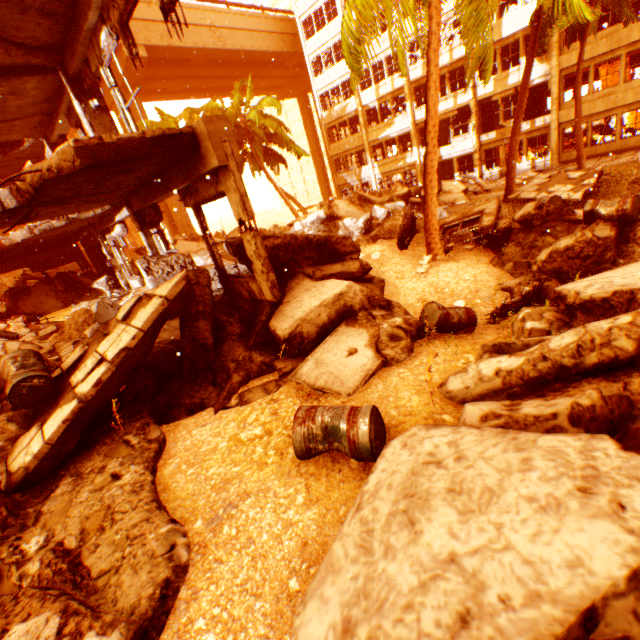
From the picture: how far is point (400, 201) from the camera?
16.89m

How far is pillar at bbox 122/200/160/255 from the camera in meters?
8.5 m

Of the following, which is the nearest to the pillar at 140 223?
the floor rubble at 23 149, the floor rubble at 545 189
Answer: the floor rubble at 23 149

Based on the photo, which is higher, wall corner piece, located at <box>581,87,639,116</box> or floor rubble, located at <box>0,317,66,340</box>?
wall corner piece, located at <box>581,87,639,116</box>

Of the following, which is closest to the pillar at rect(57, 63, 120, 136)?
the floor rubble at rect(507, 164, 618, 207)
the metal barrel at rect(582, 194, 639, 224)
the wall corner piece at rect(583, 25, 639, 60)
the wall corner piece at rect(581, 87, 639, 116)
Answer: the metal barrel at rect(582, 194, 639, 224)

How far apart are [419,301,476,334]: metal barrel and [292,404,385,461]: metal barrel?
2.2m

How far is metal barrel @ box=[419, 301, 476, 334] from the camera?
5.7 meters

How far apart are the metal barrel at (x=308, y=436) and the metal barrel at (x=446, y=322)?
2.2m
